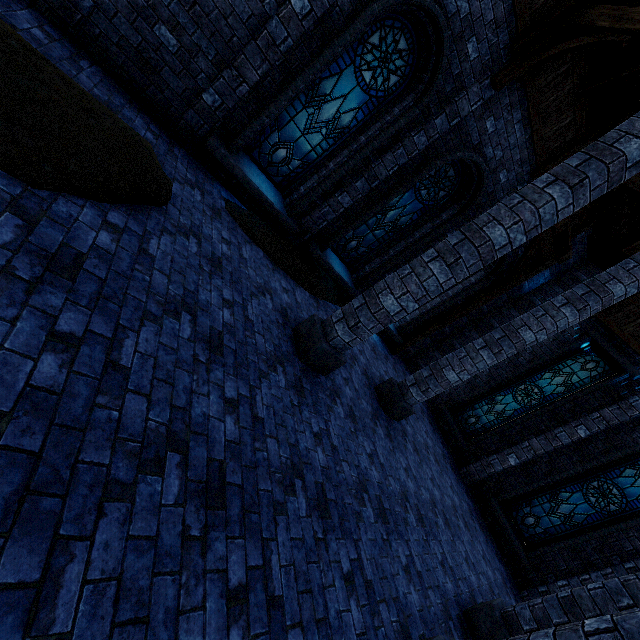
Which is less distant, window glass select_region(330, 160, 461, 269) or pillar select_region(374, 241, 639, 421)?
pillar select_region(374, 241, 639, 421)

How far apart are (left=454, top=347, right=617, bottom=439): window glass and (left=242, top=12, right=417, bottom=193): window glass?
9.1 meters

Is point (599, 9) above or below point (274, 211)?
above

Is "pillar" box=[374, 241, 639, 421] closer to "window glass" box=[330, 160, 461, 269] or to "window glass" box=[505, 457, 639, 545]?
"window glass" box=[330, 160, 461, 269]

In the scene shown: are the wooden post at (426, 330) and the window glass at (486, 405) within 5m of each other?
yes

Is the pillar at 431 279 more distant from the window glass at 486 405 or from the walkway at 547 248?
the window glass at 486 405

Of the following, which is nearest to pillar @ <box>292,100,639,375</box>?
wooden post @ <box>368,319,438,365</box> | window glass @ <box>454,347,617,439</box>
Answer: wooden post @ <box>368,319,438,365</box>

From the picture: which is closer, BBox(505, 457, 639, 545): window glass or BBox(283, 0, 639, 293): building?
BBox(283, 0, 639, 293): building
